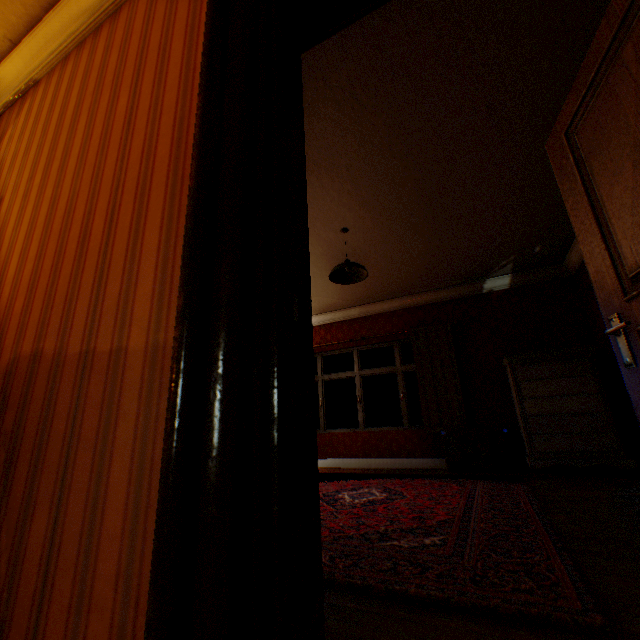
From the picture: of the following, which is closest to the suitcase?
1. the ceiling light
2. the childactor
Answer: the ceiling light

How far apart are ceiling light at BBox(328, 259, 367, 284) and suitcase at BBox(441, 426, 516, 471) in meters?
3.0 m

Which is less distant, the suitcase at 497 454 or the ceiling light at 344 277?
the ceiling light at 344 277

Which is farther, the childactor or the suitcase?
the suitcase

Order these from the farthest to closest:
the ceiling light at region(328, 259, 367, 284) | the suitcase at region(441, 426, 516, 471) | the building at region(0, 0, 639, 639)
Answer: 1. the suitcase at region(441, 426, 516, 471)
2. the ceiling light at region(328, 259, 367, 284)
3. the building at region(0, 0, 639, 639)

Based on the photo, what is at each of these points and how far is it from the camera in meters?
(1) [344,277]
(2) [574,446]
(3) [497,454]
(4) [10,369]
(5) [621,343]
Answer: (1) ceiling light, 4.2 m
(2) cabinet, 4.2 m
(3) suitcase, 4.8 m
(4) building, 1.2 m
(5) childactor, 1.4 m

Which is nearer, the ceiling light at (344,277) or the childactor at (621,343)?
the childactor at (621,343)

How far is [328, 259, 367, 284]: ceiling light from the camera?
3.81m
